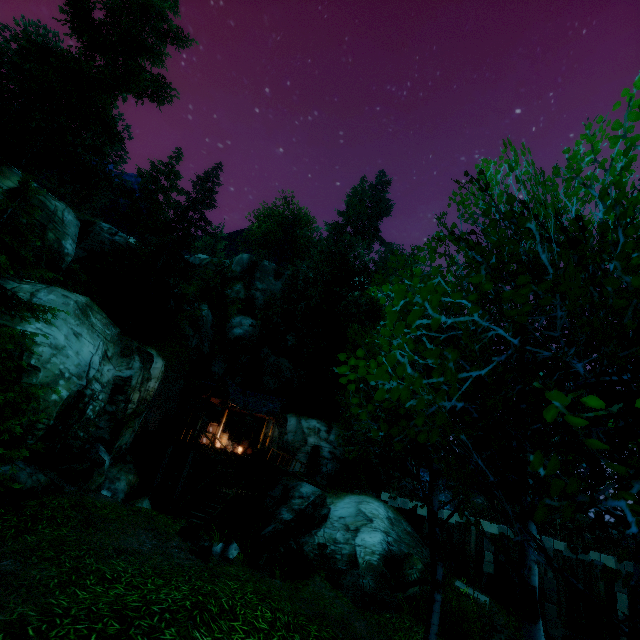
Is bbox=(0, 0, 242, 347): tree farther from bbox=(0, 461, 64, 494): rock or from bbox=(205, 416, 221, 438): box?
bbox=(205, 416, 221, 438): box

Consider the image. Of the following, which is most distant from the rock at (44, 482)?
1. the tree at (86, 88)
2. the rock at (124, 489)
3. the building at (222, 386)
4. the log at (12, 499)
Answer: the building at (222, 386)

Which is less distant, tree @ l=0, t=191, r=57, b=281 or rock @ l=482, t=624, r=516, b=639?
tree @ l=0, t=191, r=57, b=281

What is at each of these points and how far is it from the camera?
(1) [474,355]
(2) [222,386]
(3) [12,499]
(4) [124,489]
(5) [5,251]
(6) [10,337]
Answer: (1) tree, 3.60m
(2) building, 22.52m
(3) log, 7.21m
(4) rock, 15.93m
(5) tree, 6.85m
(6) tree, 6.95m

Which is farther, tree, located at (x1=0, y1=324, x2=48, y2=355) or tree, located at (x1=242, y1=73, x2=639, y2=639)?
tree, located at (x1=0, y1=324, x2=48, y2=355)

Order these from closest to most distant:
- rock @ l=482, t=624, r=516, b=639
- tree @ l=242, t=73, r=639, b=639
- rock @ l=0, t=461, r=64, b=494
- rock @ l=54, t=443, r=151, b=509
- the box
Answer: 1. tree @ l=242, t=73, r=639, b=639
2. rock @ l=0, t=461, r=64, b=494
3. rock @ l=54, t=443, r=151, b=509
4. rock @ l=482, t=624, r=516, b=639
5. the box

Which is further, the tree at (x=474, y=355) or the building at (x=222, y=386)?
the building at (x=222, y=386)

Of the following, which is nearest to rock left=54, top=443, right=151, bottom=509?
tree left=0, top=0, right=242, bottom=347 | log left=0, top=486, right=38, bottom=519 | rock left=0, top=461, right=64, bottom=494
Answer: rock left=0, top=461, right=64, bottom=494
